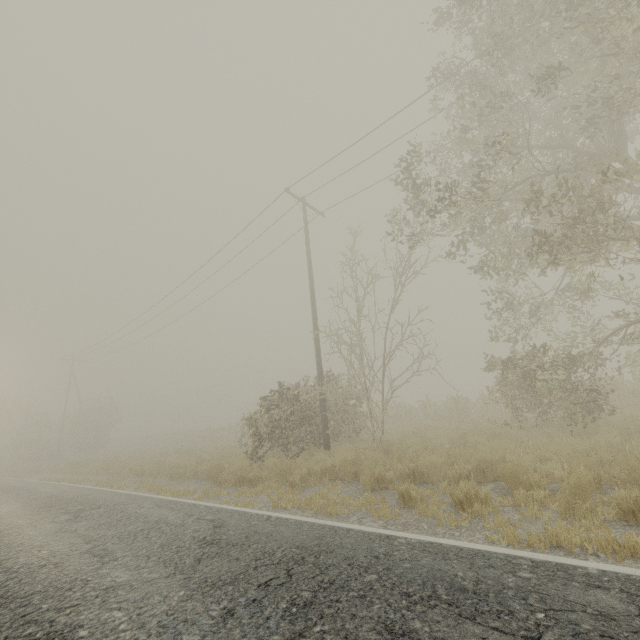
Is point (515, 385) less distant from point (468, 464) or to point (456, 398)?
point (468, 464)
